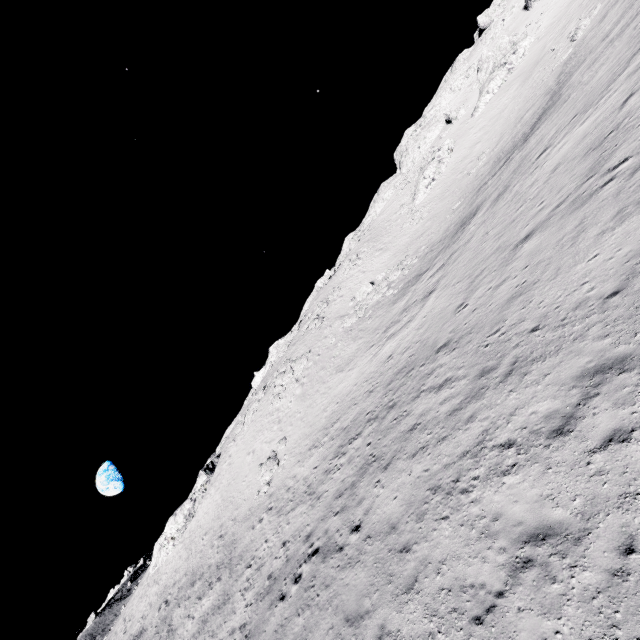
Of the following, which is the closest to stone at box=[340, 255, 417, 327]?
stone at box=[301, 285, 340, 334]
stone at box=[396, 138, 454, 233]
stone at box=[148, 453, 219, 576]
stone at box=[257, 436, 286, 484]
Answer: stone at box=[301, 285, 340, 334]

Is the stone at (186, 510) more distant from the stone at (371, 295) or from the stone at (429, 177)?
the stone at (429, 177)

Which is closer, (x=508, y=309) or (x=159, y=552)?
(x=508, y=309)

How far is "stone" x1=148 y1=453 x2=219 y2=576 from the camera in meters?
40.0 m

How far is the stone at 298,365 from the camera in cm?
3722

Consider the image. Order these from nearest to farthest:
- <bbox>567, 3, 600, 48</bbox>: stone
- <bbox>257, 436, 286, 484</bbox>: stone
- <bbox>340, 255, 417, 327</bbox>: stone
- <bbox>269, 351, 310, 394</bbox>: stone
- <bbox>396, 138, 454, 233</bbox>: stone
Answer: <bbox>257, 436, 286, 484</bbox>: stone < <bbox>567, 3, 600, 48</bbox>: stone < <bbox>340, 255, 417, 327</bbox>: stone < <bbox>269, 351, 310, 394</bbox>: stone < <bbox>396, 138, 454, 233</bbox>: stone

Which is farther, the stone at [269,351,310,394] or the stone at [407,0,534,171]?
the stone at [407,0,534,171]

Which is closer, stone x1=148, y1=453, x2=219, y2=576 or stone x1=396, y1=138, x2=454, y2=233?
stone x1=148, y1=453, x2=219, y2=576
